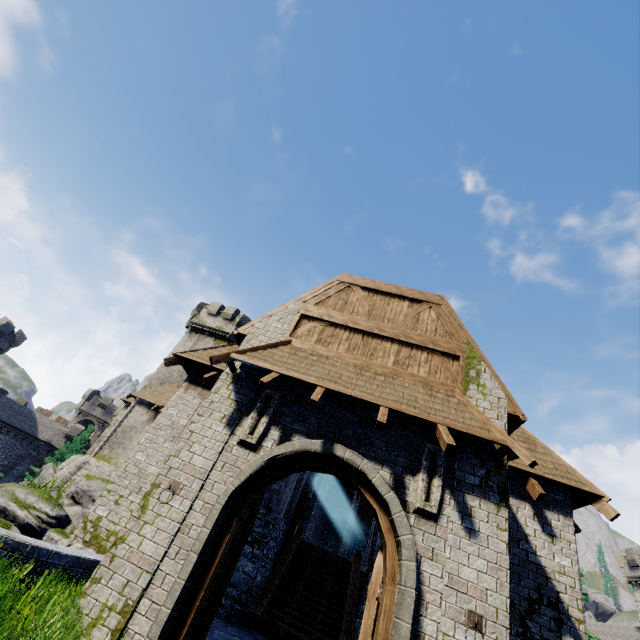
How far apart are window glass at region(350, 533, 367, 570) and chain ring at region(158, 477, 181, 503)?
33.2 meters

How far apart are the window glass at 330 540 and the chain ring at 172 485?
32.97m

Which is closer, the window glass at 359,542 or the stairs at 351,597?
the stairs at 351,597

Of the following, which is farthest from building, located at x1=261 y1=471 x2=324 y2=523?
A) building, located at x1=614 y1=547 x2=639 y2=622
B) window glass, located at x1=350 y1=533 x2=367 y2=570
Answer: building, located at x1=614 y1=547 x2=639 y2=622

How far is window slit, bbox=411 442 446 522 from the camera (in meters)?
5.72

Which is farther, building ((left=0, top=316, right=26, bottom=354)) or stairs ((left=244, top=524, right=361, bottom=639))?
building ((left=0, top=316, right=26, bottom=354))

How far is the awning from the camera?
5.92m

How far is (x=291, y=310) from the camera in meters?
8.9
